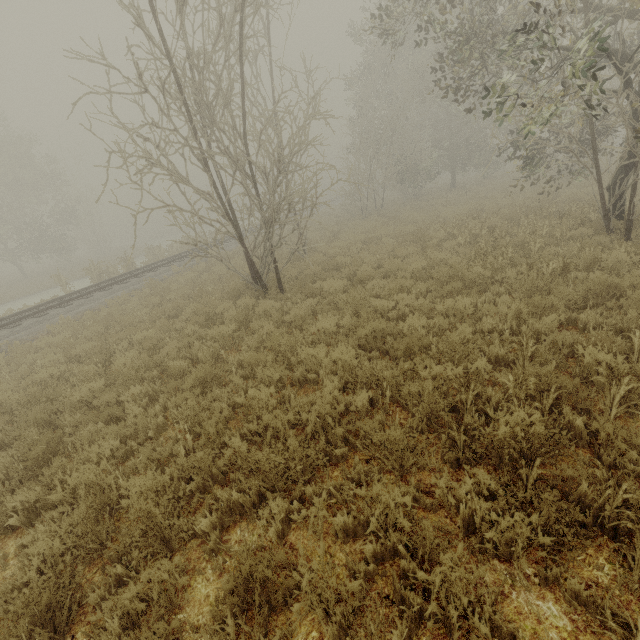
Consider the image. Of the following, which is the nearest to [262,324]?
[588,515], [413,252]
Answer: [413,252]

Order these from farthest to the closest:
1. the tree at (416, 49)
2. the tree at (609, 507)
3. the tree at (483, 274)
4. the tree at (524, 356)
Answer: the tree at (483, 274) < the tree at (416, 49) < the tree at (524, 356) < the tree at (609, 507)

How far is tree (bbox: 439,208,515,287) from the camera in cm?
801

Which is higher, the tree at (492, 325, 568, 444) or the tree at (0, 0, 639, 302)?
the tree at (0, 0, 639, 302)

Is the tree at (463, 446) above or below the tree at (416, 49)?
below

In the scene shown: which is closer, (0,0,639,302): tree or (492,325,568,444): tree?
(492,325,568,444): tree
